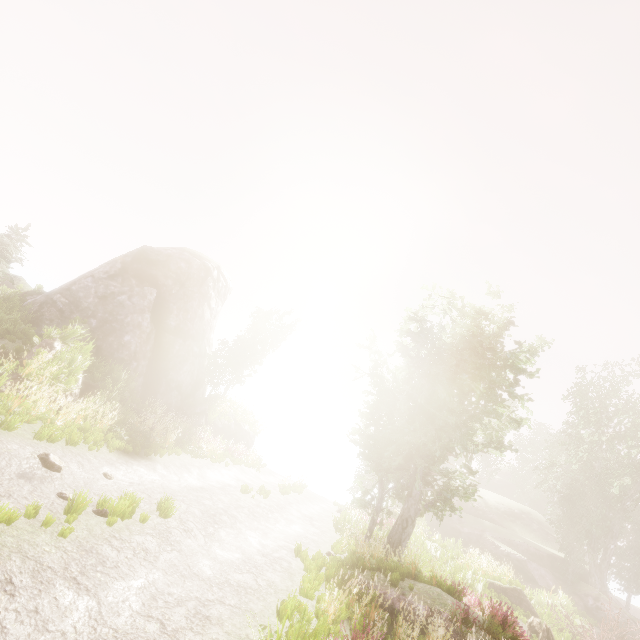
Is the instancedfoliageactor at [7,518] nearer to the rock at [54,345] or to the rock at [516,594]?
the rock at [54,345]

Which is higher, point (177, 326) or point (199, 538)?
point (177, 326)

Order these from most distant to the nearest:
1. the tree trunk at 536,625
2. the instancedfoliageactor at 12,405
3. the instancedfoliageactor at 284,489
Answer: the instancedfoliageactor at 284,489
the tree trunk at 536,625
the instancedfoliageactor at 12,405

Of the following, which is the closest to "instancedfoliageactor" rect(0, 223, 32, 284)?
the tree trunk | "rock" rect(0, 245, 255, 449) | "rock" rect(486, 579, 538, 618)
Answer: "rock" rect(0, 245, 255, 449)

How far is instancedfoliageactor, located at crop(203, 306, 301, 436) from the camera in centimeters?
2617cm

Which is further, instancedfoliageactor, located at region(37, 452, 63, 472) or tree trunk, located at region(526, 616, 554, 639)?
tree trunk, located at region(526, 616, 554, 639)

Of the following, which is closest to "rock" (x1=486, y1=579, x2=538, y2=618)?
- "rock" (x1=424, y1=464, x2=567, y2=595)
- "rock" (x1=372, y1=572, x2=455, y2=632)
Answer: "rock" (x1=424, y1=464, x2=567, y2=595)
